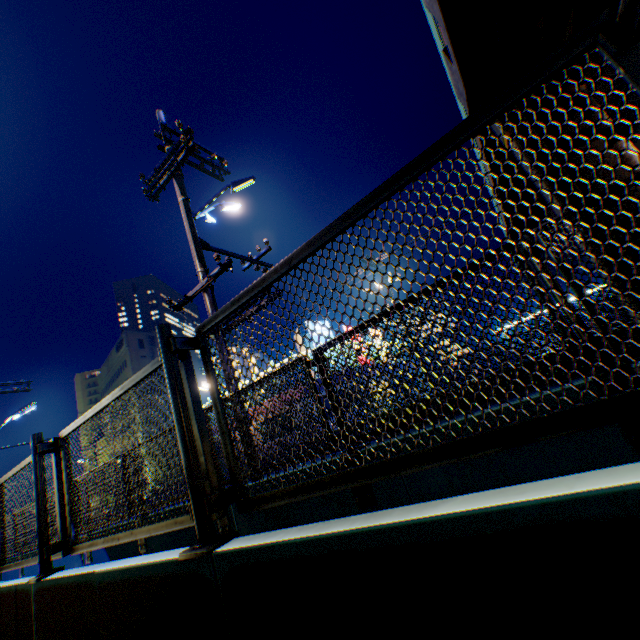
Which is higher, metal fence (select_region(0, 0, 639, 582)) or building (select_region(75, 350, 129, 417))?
building (select_region(75, 350, 129, 417))

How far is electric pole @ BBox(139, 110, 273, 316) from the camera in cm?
615

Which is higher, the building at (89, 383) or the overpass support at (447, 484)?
the building at (89, 383)

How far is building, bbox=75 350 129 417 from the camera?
52.72m

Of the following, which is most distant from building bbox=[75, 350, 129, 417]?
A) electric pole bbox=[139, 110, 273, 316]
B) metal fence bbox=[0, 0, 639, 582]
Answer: electric pole bbox=[139, 110, 273, 316]

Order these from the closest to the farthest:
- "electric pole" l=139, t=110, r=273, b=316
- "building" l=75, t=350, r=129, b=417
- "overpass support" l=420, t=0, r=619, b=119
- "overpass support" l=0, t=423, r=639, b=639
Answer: "overpass support" l=0, t=423, r=639, b=639 → "electric pole" l=139, t=110, r=273, b=316 → "overpass support" l=420, t=0, r=619, b=119 → "building" l=75, t=350, r=129, b=417

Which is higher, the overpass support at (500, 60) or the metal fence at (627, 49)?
the overpass support at (500, 60)

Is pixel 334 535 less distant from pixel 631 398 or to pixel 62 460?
pixel 631 398
